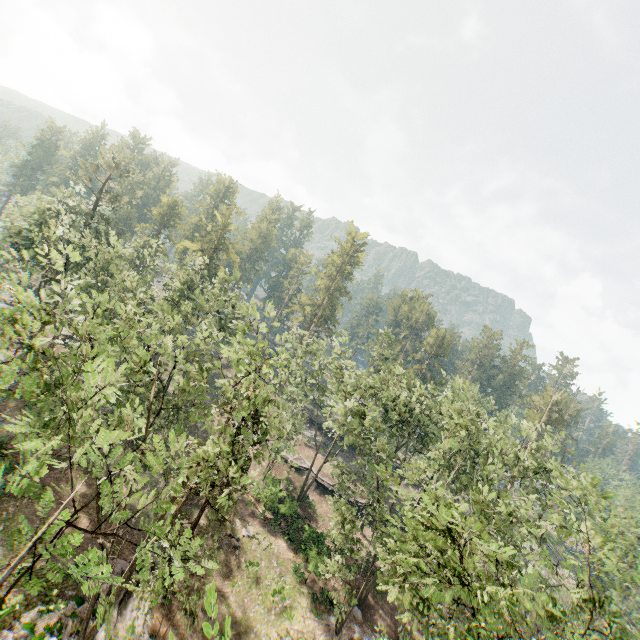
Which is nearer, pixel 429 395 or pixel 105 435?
pixel 105 435

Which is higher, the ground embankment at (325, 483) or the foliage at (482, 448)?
the ground embankment at (325, 483)

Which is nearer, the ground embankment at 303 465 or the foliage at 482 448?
the foliage at 482 448

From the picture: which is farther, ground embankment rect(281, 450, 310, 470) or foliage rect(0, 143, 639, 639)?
ground embankment rect(281, 450, 310, 470)

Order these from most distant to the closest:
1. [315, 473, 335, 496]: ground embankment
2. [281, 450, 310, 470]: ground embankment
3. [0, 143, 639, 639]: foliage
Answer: [281, 450, 310, 470]: ground embankment, [315, 473, 335, 496]: ground embankment, [0, 143, 639, 639]: foliage

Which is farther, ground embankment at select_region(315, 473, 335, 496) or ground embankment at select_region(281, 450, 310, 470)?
ground embankment at select_region(281, 450, 310, 470)

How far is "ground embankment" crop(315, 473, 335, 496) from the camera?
40.0 meters
